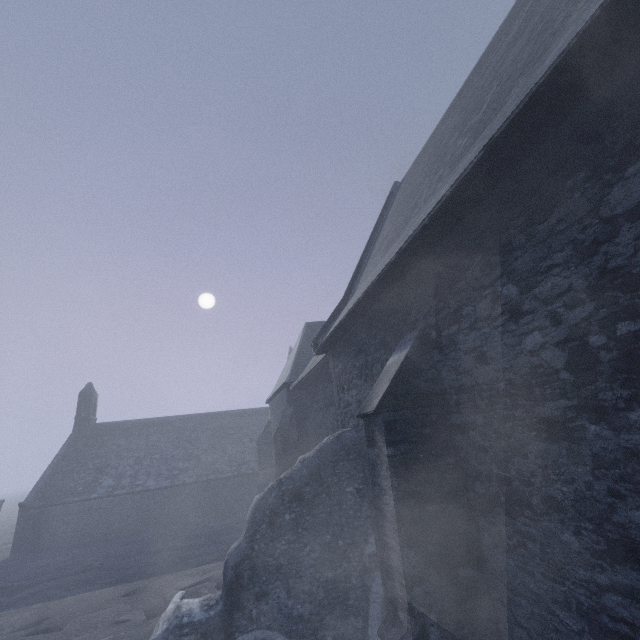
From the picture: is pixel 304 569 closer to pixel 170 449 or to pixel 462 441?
pixel 462 441
